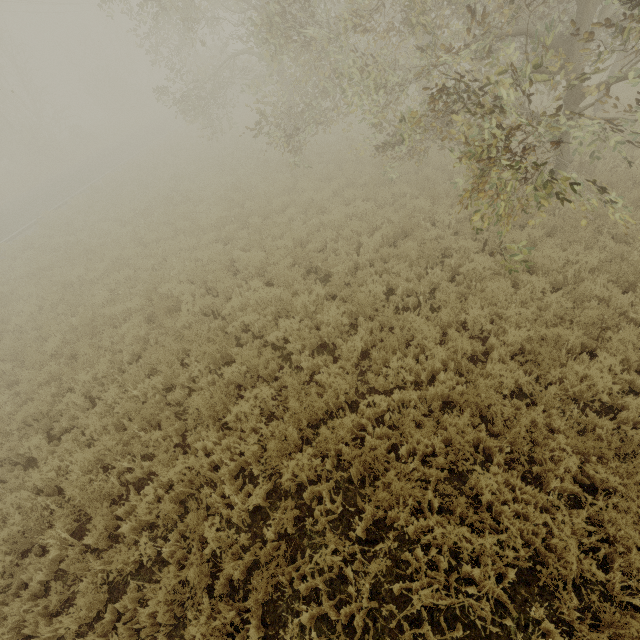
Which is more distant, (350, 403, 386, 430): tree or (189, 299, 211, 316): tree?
(189, 299, 211, 316): tree

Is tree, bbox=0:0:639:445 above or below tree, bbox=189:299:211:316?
above

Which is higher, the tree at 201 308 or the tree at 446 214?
the tree at 446 214

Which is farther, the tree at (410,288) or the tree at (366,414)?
the tree at (410,288)

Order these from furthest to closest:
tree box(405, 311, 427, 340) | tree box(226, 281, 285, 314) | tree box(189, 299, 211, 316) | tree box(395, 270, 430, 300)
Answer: tree box(189, 299, 211, 316)
tree box(226, 281, 285, 314)
tree box(395, 270, 430, 300)
tree box(405, 311, 427, 340)

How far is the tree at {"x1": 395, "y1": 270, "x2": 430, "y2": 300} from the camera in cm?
704

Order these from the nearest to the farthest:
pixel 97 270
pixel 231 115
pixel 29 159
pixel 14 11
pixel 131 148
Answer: pixel 97 270 → pixel 131 148 → pixel 231 115 → pixel 29 159 → pixel 14 11
